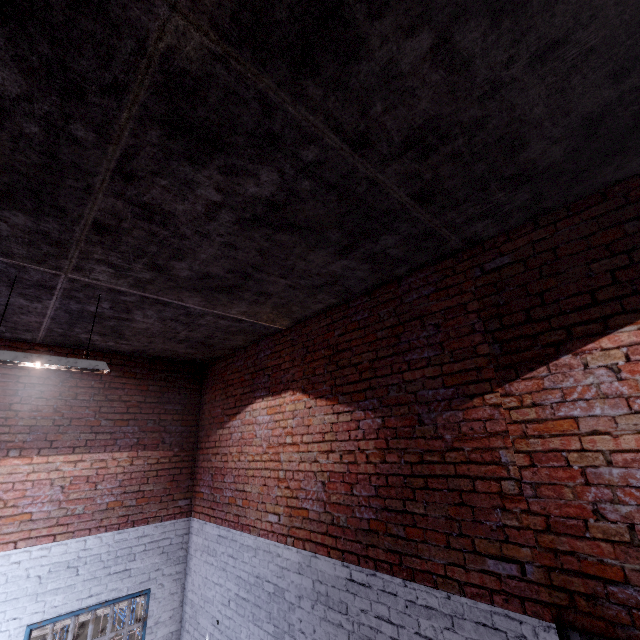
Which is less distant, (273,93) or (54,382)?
(273,93)
